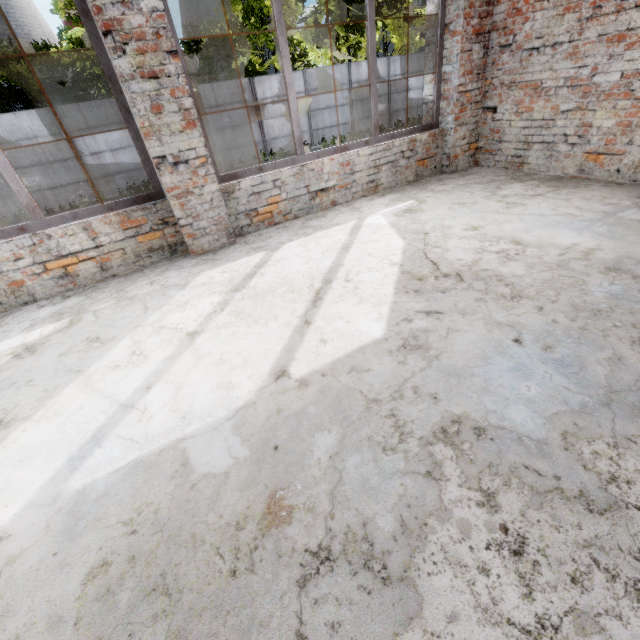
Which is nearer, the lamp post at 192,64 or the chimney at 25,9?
the lamp post at 192,64

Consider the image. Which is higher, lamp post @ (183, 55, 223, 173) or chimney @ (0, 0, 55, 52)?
chimney @ (0, 0, 55, 52)

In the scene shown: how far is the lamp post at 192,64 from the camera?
4.7 meters

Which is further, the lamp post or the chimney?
the chimney

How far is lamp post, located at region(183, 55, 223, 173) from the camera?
4.7 meters

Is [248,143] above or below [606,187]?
below
